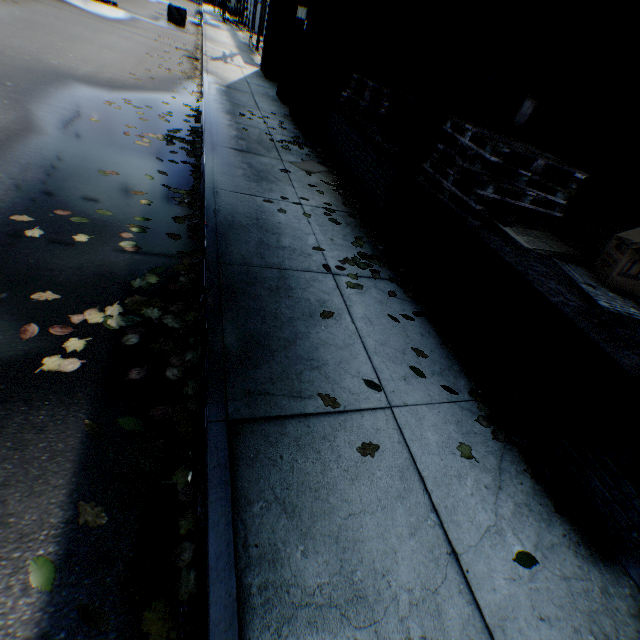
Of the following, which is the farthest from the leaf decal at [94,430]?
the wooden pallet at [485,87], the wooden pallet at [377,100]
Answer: the wooden pallet at [377,100]

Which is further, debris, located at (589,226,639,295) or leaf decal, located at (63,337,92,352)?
debris, located at (589,226,639,295)

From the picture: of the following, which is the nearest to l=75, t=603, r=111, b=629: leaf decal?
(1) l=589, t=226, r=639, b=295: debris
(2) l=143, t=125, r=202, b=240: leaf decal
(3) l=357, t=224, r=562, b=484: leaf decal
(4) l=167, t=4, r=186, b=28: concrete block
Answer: (2) l=143, t=125, r=202, b=240: leaf decal

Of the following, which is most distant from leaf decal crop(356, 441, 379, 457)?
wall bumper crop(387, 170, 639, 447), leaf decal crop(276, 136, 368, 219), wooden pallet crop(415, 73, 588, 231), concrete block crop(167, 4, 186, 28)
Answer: concrete block crop(167, 4, 186, 28)

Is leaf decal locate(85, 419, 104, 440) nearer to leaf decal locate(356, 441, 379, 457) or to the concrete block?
leaf decal locate(356, 441, 379, 457)

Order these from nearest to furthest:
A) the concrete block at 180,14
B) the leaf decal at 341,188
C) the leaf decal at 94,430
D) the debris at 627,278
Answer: the leaf decal at 94,430
the debris at 627,278
the leaf decal at 341,188
the concrete block at 180,14

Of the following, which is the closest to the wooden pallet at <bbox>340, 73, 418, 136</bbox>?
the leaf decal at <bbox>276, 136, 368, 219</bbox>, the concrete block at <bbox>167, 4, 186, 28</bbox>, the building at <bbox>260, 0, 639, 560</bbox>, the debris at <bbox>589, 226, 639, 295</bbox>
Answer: the building at <bbox>260, 0, 639, 560</bbox>

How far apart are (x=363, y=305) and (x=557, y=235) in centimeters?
323cm
